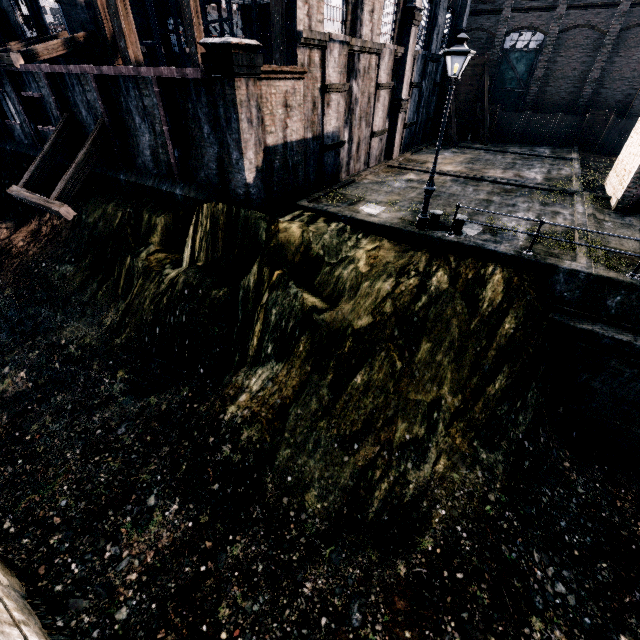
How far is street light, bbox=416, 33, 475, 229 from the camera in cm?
945

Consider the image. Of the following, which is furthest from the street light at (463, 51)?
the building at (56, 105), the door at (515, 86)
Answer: the door at (515, 86)

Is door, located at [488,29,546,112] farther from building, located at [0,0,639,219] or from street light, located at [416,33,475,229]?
street light, located at [416,33,475,229]

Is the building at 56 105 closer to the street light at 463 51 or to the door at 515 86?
the door at 515 86

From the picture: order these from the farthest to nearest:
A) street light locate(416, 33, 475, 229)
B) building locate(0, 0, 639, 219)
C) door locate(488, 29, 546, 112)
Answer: door locate(488, 29, 546, 112), building locate(0, 0, 639, 219), street light locate(416, 33, 475, 229)

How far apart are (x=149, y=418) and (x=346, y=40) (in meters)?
18.72
